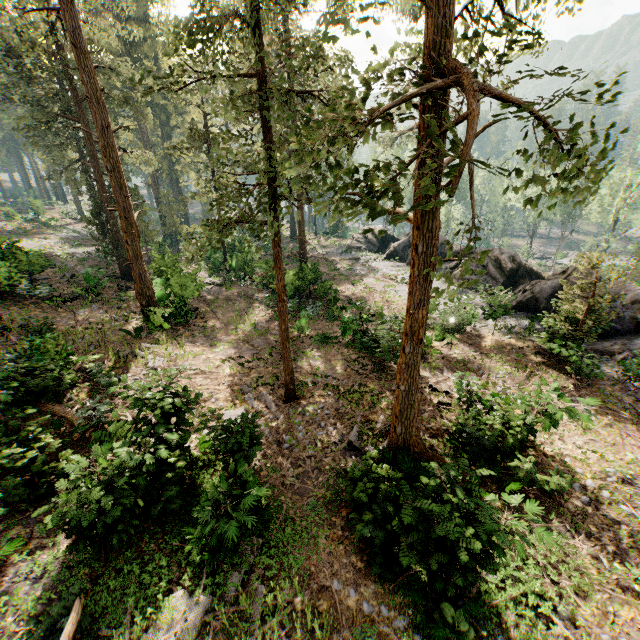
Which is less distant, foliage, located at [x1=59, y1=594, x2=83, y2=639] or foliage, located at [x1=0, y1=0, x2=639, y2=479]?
foliage, located at [x1=59, y1=594, x2=83, y2=639]

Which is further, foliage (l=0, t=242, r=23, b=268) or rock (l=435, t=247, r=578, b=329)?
rock (l=435, t=247, r=578, b=329)

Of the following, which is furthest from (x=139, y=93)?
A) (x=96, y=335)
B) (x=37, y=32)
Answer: (x=96, y=335)

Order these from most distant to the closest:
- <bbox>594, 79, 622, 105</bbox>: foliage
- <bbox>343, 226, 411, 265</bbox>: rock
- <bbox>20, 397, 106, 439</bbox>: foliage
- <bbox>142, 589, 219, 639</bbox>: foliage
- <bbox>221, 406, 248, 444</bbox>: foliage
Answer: <bbox>343, 226, 411, 265</bbox>: rock
<bbox>20, 397, 106, 439</bbox>: foliage
<bbox>221, 406, 248, 444</bbox>: foliage
<bbox>142, 589, 219, 639</bbox>: foliage
<bbox>594, 79, 622, 105</bbox>: foliage

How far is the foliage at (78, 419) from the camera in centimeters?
1087cm

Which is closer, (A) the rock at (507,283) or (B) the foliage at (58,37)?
(B) the foliage at (58,37)

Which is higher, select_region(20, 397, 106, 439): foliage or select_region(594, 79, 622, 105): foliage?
select_region(594, 79, 622, 105): foliage
